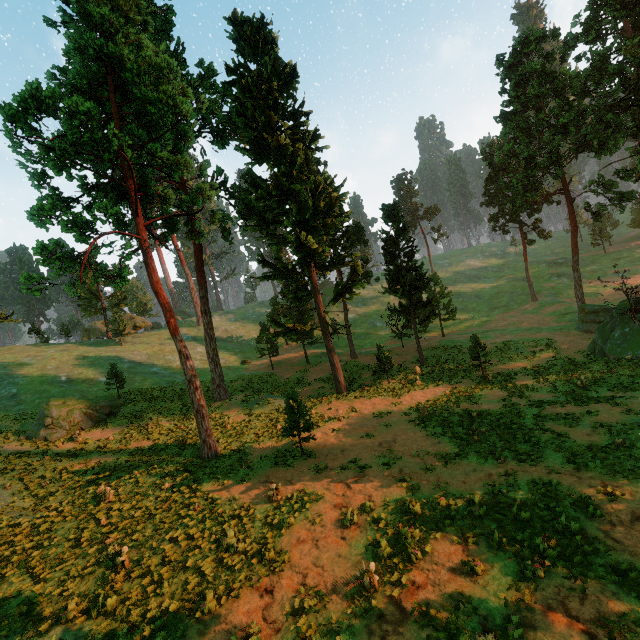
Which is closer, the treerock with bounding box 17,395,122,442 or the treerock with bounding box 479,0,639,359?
the treerock with bounding box 17,395,122,442

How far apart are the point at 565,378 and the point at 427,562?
19.5m

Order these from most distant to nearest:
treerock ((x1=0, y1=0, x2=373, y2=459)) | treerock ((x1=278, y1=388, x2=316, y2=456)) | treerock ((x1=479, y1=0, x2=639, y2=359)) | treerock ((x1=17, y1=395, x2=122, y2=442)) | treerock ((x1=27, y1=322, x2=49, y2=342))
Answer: treerock ((x1=27, y1=322, x2=49, y2=342)), treerock ((x1=479, y1=0, x2=639, y2=359)), treerock ((x1=17, y1=395, x2=122, y2=442)), treerock ((x1=278, y1=388, x2=316, y2=456)), treerock ((x1=0, y1=0, x2=373, y2=459))

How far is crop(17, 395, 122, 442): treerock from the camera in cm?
2334

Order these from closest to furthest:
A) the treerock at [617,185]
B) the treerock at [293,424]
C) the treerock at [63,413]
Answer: the treerock at [293,424]
the treerock at [63,413]
the treerock at [617,185]

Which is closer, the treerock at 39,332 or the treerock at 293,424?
the treerock at 293,424

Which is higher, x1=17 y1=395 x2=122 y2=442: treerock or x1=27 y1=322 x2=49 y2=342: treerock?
x1=27 y1=322 x2=49 y2=342: treerock
